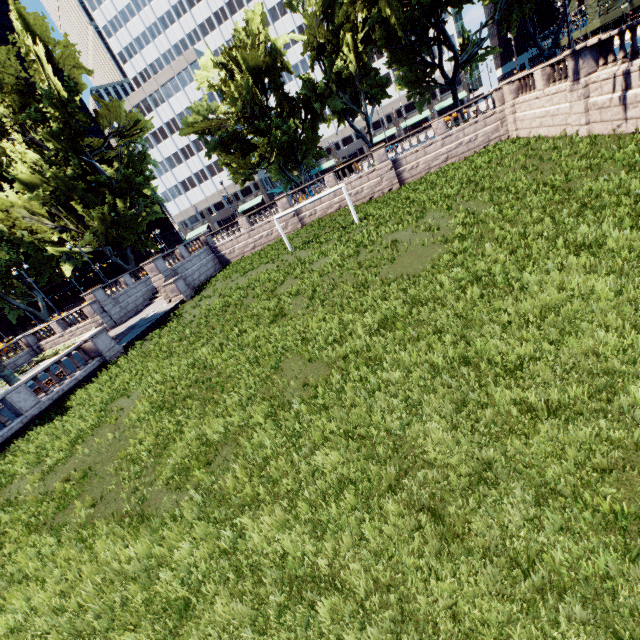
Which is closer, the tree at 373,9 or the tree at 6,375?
the tree at 6,375

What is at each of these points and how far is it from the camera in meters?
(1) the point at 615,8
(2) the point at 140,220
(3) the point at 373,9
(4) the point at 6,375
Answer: (1) scaffolding, 59.8 m
(2) tree, 35.4 m
(3) tree, 29.0 m
(4) tree, 24.0 m

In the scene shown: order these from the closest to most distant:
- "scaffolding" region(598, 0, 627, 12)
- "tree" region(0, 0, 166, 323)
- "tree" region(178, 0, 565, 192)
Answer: "tree" region(178, 0, 565, 192)
"tree" region(0, 0, 166, 323)
"scaffolding" region(598, 0, 627, 12)

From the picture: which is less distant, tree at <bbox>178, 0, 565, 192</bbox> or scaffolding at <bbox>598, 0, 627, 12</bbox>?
tree at <bbox>178, 0, 565, 192</bbox>

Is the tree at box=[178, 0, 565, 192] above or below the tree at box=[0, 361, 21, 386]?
above

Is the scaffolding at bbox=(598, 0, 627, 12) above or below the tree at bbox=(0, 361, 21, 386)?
above

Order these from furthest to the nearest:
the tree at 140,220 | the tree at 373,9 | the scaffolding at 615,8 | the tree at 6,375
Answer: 1. the scaffolding at 615,8
2. the tree at 140,220
3. the tree at 373,9
4. the tree at 6,375
